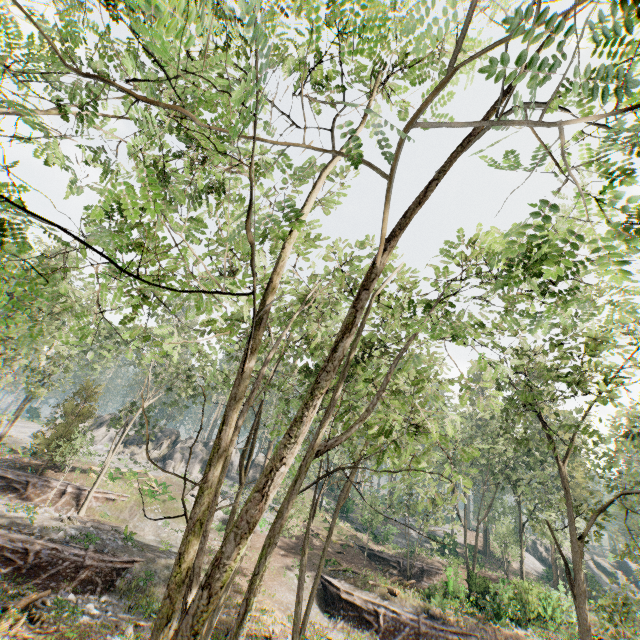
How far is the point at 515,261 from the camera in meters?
5.1

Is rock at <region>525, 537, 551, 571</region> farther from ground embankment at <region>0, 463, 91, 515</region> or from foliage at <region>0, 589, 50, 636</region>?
ground embankment at <region>0, 463, 91, 515</region>

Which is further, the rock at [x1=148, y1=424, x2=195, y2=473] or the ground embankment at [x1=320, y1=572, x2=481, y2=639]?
the rock at [x1=148, y1=424, x2=195, y2=473]

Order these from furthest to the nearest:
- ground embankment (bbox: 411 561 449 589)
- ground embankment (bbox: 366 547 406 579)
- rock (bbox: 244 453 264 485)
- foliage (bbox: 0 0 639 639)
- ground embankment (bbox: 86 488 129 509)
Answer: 1. rock (bbox: 244 453 264 485)
2. ground embankment (bbox: 366 547 406 579)
3. ground embankment (bbox: 411 561 449 589)
4. ground embankment (bbox: 86 488 129 509)
5. foliage (bbox: 0 0 639 639)

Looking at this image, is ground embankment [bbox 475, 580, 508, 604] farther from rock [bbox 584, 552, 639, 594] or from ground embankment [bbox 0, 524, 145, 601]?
rock [bbox 584, 552, 639, 594]

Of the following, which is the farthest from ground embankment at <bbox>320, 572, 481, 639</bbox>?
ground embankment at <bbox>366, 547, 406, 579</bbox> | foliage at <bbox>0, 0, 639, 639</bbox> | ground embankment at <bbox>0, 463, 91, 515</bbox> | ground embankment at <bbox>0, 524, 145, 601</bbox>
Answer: ground embankment at <bbox>0, 463, 91, 515</bbox>

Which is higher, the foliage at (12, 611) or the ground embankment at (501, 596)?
the ground embankment at (501, 596)

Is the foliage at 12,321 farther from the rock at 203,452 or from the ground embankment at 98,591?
the ground embankment at 98,591
